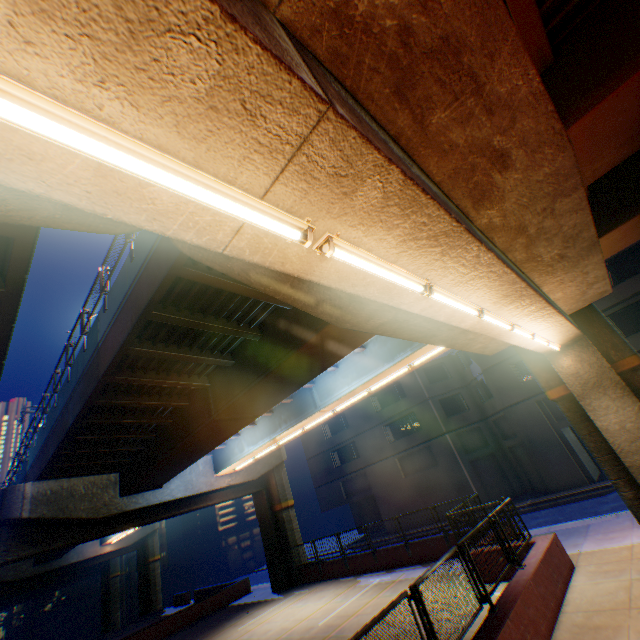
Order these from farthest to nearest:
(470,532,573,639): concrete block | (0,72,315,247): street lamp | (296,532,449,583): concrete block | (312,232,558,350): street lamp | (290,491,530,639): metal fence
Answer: (296,532,449,583): concrete block → (470,532,573,639): concrete block → (290,491,530,639): metal fence → (312,232,558,350): street lamp → (0,72,315,247): street lamp

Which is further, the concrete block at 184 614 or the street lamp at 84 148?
the concrete block at 184 614

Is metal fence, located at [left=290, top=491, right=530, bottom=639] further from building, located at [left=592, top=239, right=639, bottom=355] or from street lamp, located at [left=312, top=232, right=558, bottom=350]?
building, located at [left=592, top=239, right=639, bottom=355]

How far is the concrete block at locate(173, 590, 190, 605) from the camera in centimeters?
3073cm

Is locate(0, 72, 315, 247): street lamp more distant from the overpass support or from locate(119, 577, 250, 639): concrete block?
locate(119, 577, 250, 639): concrete block

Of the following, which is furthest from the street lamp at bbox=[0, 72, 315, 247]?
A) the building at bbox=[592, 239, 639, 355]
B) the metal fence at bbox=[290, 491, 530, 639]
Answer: the building at bbox=[592, 239, 639, 355]

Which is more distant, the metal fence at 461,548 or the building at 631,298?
the building at 631,298

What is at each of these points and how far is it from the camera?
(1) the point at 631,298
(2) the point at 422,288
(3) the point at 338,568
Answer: (1) building, 19.67m
(2) street lamp, 4.54m
(3) concrete block, 19.16m
